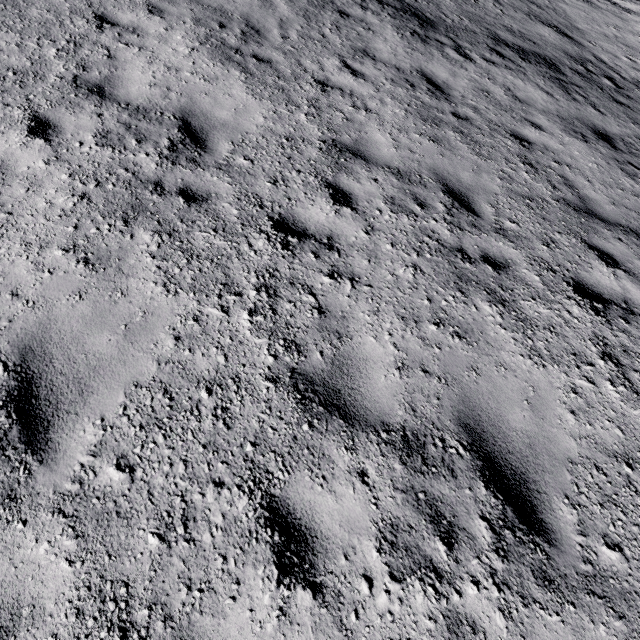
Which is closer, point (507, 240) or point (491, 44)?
point (507, 240)
